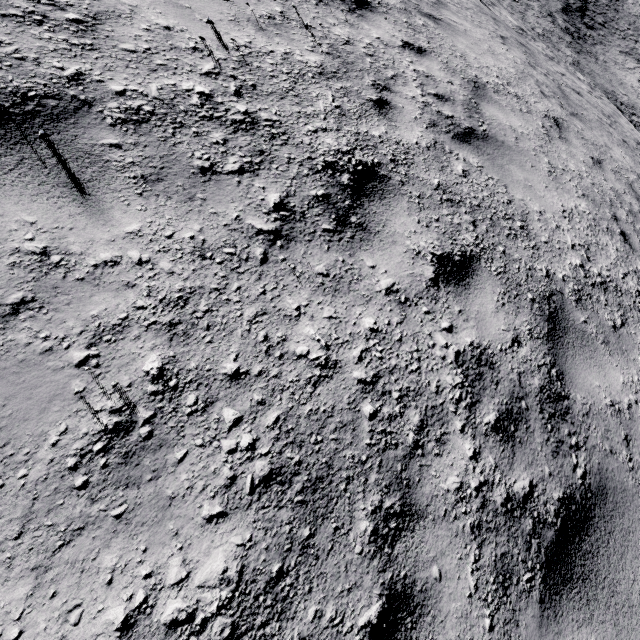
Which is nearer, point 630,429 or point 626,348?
point 630,429
